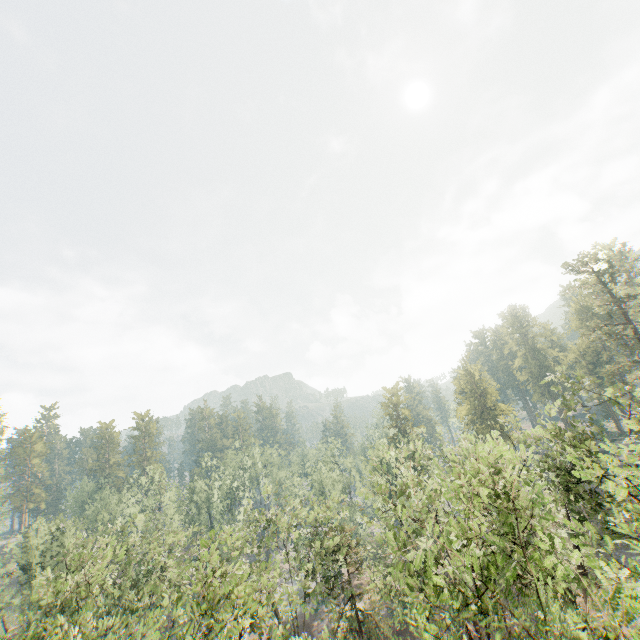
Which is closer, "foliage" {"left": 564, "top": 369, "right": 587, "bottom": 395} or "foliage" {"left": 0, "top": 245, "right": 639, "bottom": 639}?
"foliage" {"left": 0, "top": 245, "right": 639, "bottom": 639}

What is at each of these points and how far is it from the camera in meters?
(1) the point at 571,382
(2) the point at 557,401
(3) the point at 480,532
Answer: (1) foliage, 25.1 m
(2) foliage, 25.7 m
(3) foliage, 16.5 m

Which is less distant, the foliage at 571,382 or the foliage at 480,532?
the foliage at 480,532

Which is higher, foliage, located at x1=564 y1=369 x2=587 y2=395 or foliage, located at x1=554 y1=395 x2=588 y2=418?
foliage, located at x1=564 y1=369 x2=587 y2=395

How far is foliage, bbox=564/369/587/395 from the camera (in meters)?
24.64
